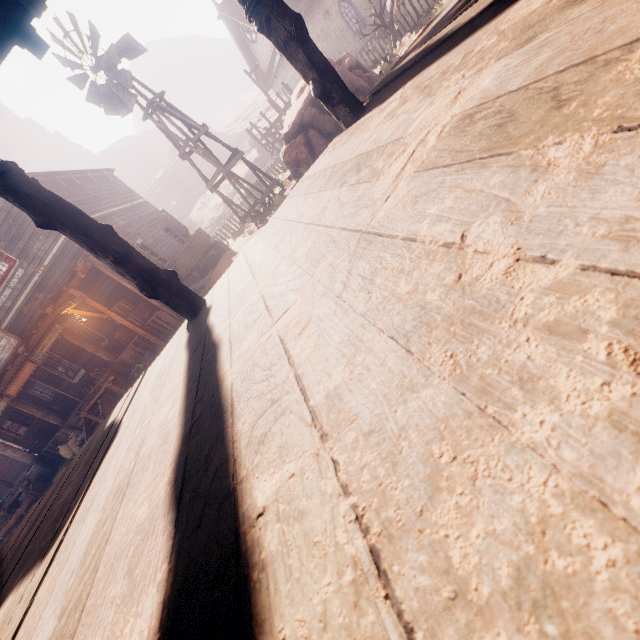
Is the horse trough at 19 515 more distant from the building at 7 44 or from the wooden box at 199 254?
the wooden box at 199 254

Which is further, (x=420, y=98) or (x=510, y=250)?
(x=420, y=98)

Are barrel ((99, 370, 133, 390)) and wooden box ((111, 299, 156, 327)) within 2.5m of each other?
yes

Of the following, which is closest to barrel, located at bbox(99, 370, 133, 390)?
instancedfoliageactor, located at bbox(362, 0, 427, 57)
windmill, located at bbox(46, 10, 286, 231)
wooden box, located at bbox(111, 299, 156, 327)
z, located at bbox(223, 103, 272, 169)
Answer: wooden box, located at bbox(111, 299, 156, 327)

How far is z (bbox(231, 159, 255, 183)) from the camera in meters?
34.8 m

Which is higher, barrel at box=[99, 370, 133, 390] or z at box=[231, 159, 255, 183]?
z at box=[231, 159, 255, 183]

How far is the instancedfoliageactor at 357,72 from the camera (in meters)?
10.44

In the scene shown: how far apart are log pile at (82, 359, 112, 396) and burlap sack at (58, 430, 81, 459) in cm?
193
